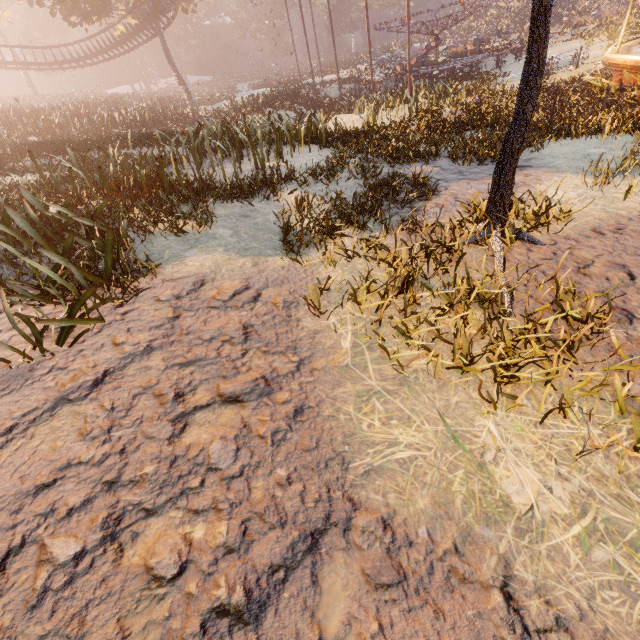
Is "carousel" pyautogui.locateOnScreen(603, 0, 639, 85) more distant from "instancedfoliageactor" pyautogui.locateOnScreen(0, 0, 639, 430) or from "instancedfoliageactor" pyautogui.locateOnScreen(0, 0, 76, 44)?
"instancedfoliageactor" pyautogui.locateOnScreen(0, 0, 76, 44)

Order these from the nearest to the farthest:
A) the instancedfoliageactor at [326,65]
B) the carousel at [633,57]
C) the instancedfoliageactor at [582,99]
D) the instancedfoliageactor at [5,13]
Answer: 1. the carousel at [633,57]
2. the instancedfoliageactor at [582,99]
3. the instancedfoliageactor at [326,65]
4. the instancedfoliageactor at [5,13]

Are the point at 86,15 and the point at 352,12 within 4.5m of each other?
no

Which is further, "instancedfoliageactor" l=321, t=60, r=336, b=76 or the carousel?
"instancedfoliageactor" l=321, t=60, r=336, b=76

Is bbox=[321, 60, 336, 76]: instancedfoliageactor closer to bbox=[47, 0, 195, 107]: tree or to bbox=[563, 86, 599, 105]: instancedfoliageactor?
bbox=[47, 0, 195, 107]: tree

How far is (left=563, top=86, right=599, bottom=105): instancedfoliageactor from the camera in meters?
12.5 m

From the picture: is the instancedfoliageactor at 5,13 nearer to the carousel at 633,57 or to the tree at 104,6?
the tree at 104,6

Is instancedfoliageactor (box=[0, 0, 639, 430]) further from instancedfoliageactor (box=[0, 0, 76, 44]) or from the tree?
instancedfoliageactor (box=[0, 0, 76, 44])
